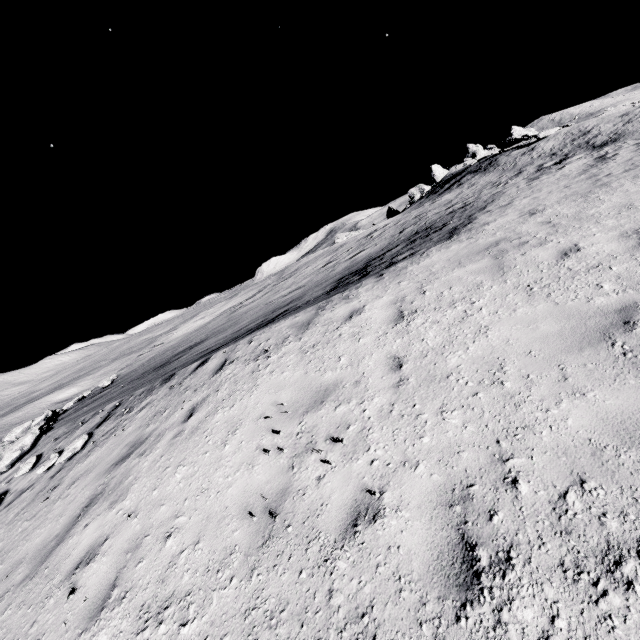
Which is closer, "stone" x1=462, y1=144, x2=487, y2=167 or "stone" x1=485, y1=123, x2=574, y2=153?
"stone" x1=485, y1=123, x2=574, y2=153

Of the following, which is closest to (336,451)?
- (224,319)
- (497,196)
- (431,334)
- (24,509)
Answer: (431,334)

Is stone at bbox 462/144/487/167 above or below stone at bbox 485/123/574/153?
above

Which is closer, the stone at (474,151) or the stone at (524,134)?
the stone at (524,134)

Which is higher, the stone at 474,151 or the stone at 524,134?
the stone at 474,151

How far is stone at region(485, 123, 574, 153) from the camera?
25.5m

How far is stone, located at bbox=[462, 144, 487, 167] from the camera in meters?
51.3 m
